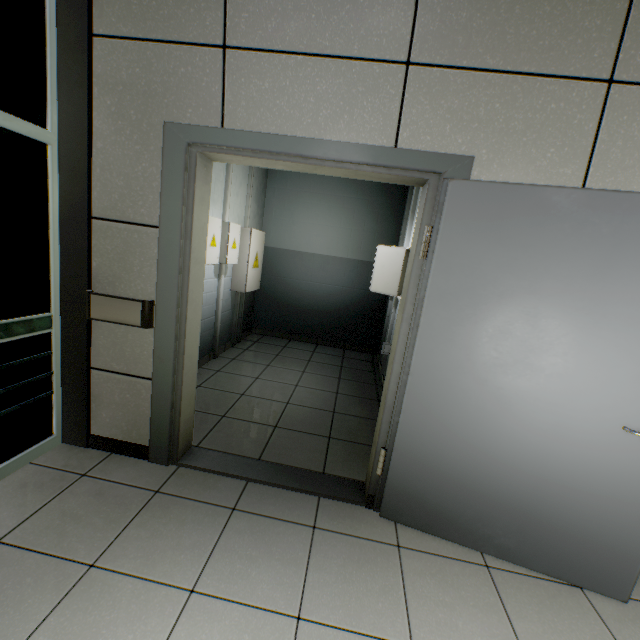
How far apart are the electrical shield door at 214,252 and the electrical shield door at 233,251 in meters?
0.2 m

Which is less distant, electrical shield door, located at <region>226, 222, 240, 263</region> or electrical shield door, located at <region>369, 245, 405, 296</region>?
electrical shield door, located at <region>369, 245, 405, 296</region>

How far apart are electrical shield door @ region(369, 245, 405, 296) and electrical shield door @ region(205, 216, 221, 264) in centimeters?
177cm

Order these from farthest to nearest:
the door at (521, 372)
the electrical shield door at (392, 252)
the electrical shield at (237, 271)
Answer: the electrical shield at (237, 271) < the electrical shield door at (392, 252) < the door at (521, 372)

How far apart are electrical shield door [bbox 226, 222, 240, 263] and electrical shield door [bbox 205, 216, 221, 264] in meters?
0.2

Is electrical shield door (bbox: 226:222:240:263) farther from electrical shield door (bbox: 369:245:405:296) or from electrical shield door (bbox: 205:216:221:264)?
electrical shield door (bbox: 369:245:405:296)

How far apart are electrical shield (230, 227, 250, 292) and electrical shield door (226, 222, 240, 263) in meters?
0.2 m

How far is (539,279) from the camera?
1.6 meters
